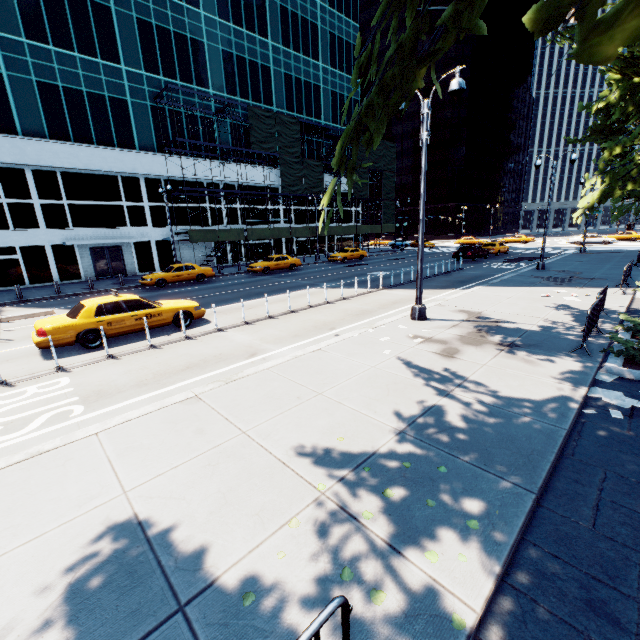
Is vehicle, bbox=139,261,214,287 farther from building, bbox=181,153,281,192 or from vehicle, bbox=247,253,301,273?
building, bbox=181,153,281,192

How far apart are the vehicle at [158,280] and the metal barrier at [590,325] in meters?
23.3

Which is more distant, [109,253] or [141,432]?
[109,253]

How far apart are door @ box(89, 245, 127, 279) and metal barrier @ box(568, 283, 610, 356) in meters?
33.3

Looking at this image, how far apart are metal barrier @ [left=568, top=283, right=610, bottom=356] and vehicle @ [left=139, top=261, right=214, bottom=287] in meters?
23.3

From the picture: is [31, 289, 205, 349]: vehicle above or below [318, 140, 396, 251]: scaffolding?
below

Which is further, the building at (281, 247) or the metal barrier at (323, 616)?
the building at (281, 247)

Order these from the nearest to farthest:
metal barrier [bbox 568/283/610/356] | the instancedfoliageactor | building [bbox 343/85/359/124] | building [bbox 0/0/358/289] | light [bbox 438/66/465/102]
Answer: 1. the instancedfoliageactor
2. metal barrier [bbox 568/283/610/356]
3. light [bbox 438/66/465/102]
4. building [bbox 0/0/358/289]
5. building [bbox 343/85/359/124]
